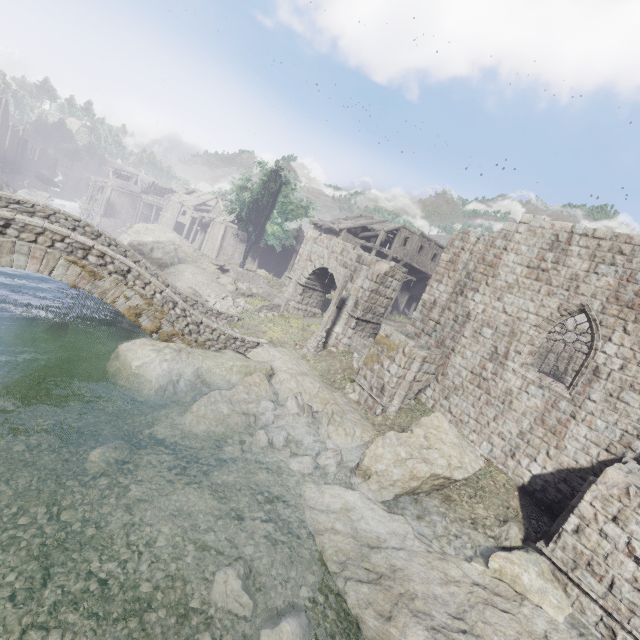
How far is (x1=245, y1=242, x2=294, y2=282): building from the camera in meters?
44.9

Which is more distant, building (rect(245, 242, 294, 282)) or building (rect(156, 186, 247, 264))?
building (rect(245, 242, 294, 282))

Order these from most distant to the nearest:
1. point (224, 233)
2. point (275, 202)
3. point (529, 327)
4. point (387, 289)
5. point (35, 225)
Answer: point (224, 233)
point (275, 202)
point (387, 289)
point (529, 327)
point (35, 225)

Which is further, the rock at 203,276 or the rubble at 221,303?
the rock at 203,276

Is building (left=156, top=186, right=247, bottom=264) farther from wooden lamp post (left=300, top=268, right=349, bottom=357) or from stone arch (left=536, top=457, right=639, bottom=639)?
wooden lamp post (left=300, top=268, right=349, bottom=357)

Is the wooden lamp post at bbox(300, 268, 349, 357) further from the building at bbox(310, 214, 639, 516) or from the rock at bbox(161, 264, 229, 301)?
the building at bbox(310, 214, 639, 516)

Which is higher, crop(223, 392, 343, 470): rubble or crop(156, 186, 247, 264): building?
crop(156, 186, 247, 264): building

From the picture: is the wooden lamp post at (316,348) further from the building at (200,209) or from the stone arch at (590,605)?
the building at (200,209)
